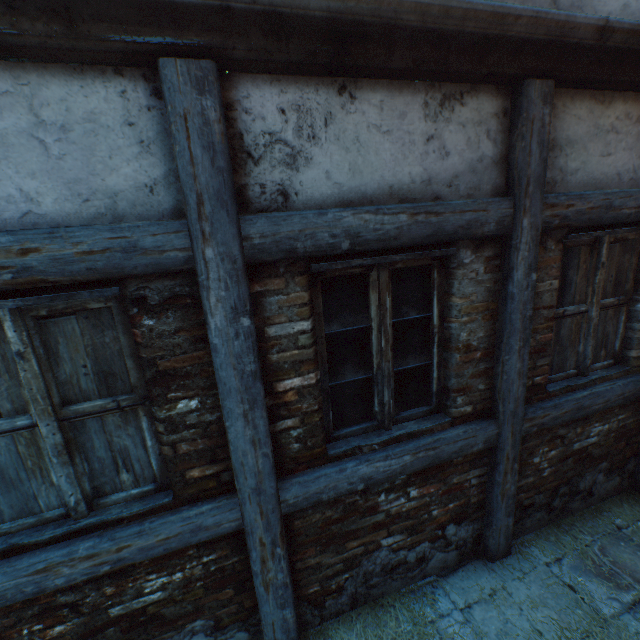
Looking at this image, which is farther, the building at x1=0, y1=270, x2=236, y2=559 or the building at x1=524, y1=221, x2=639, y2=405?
the building at x1=524, y1=221, x2=639, y2=405

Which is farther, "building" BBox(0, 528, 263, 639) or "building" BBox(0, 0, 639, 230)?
"building" BBox(0, 528, 263, 639)

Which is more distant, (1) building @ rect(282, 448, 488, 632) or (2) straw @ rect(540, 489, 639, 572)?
(2) straw @ rect(540, 489, 639, 572)

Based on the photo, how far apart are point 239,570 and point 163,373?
1.52m

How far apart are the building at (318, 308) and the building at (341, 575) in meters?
0.2

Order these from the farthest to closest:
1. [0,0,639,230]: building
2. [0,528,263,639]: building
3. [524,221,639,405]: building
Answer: [524,221,639,405]: building, [0,528,263,639]: building, [0,0,639,230]: building

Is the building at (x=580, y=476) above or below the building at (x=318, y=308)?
below

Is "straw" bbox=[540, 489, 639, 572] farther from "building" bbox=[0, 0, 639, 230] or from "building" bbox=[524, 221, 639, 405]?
"building" bbox=[524, 221, 639, 405]
